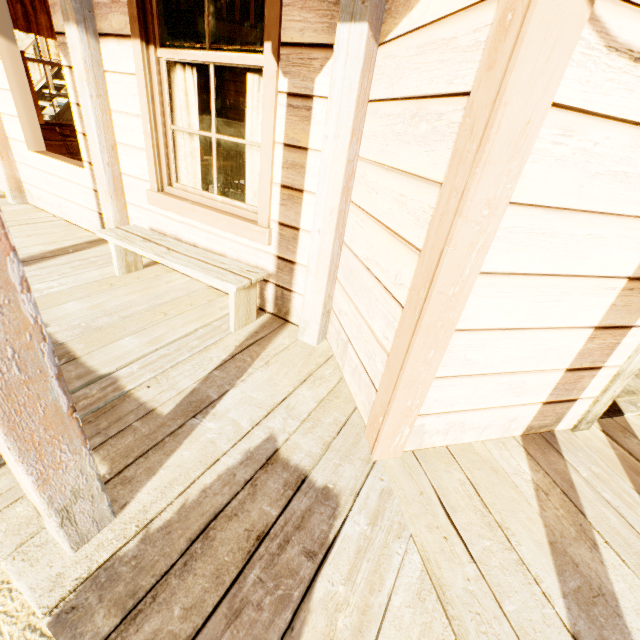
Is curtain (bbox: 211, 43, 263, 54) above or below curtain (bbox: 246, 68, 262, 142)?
above

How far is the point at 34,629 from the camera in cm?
134

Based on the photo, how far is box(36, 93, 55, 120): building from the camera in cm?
693

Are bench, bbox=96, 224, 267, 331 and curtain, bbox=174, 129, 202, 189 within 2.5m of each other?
yes

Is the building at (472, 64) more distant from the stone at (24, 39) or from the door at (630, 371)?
the stone at (24, 39)

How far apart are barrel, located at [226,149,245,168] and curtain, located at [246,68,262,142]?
6.4m

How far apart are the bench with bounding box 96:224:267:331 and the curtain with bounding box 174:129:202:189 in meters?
0.5

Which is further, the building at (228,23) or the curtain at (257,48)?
the building at (228,23)
